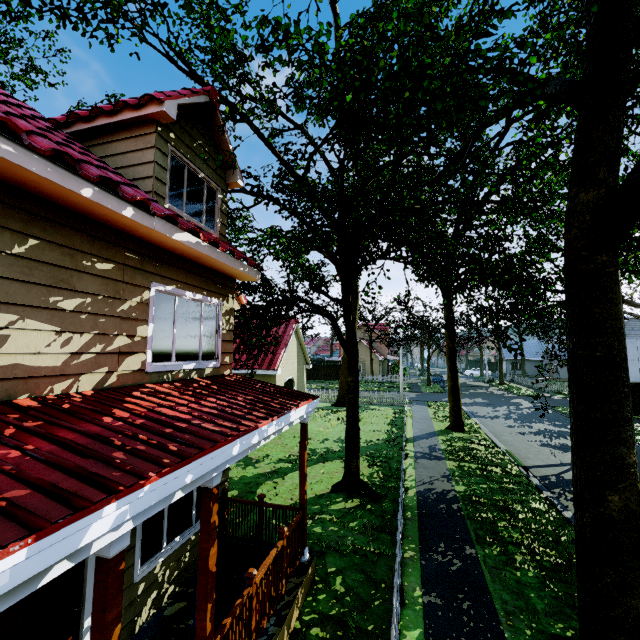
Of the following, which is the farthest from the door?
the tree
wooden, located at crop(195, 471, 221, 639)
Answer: the tree

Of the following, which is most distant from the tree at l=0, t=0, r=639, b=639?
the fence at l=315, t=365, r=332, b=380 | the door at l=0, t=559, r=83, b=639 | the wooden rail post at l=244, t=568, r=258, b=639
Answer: the door at l=0, t=559, r=83, b=639

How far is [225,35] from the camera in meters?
6.3

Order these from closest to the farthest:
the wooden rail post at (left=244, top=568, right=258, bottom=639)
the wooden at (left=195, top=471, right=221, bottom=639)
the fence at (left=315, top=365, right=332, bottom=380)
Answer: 1. the wooden at (left=195, top=471, right=221, bottom=639)
2. the wooden rail post at (left=244, top=568, right=258, bottom=639)
3. the fence at (left=315, top=365, right=332, bottom=380)

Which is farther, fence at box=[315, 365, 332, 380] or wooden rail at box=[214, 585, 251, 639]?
fence at box=[315, 365, 332, 380]

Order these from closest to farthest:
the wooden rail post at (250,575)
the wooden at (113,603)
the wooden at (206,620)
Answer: the wooden at (113,603)
the wooden at (206,620)
the wooden rail post at (250,575)

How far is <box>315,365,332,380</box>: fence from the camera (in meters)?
48.38

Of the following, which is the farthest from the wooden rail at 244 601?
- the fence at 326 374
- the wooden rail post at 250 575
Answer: the fence at 326 374
